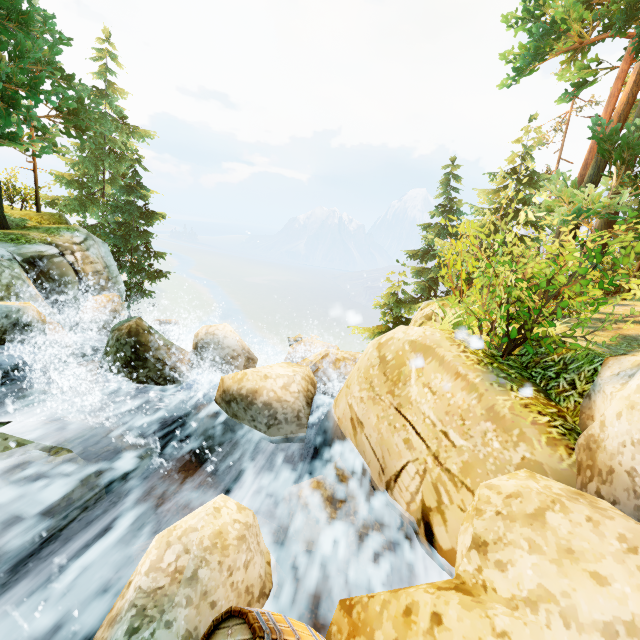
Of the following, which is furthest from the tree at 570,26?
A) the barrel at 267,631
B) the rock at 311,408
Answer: the barrel at 267,631

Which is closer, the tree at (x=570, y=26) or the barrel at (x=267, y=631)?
the barrel at (x=267, y=631)

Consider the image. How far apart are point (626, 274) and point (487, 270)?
1.9m

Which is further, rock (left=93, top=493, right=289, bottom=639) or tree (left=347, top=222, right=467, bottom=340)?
tree (left=347, top=222, right=467, bottom=340)

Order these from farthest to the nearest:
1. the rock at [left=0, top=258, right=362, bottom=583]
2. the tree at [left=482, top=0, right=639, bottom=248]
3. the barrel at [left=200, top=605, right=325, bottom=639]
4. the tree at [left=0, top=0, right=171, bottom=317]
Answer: the tree at [left=0, top=0, right=171, bottom=317] → the tree at [left=482, top=0, right=639, bottom=248] → the rock at [left=0, top=258, right=362, bottom=583] → the barrel at [left=200, top=605, right=325, bottom=639]

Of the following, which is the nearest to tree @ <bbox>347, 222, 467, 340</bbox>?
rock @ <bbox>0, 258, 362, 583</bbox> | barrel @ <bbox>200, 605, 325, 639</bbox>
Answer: rock @ <bbox>0, 258, 362, 583</bbox>

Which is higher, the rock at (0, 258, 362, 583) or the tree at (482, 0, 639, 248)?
the tree at (482, 0, 639, 248)
